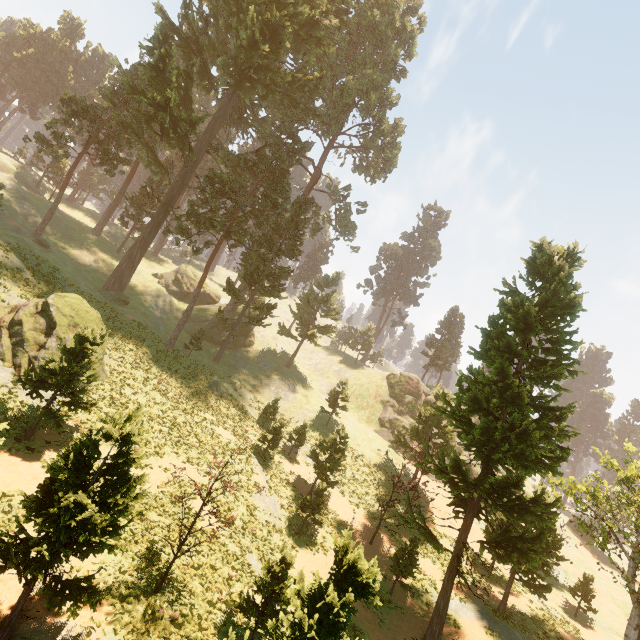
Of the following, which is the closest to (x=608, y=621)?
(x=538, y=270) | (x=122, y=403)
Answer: (x=538, y=270)

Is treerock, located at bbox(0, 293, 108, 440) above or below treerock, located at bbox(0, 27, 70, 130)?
below

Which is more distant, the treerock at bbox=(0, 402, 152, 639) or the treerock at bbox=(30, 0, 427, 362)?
the treerock at bbox=(30, 0, 427, 362)

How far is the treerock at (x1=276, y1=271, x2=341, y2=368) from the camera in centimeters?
4788cm

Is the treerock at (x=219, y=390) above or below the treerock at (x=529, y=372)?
below

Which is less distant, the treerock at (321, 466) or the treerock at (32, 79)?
the treerock at (321, 466)
